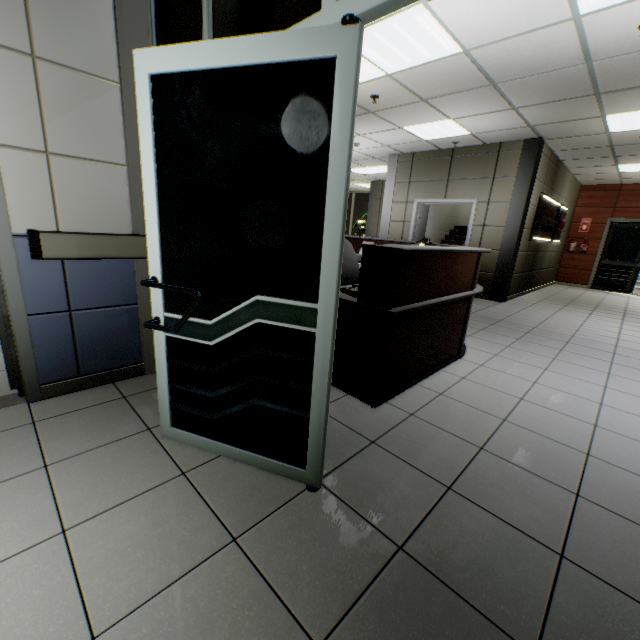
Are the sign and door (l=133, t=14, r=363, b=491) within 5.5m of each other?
no

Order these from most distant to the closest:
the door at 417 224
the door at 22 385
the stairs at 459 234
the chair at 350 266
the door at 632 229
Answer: the stairs at 459 234 → the door at 632 229 → the door at 417 224 → the chair at 350 266 → the door at 22 385

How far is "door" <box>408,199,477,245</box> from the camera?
7.2m

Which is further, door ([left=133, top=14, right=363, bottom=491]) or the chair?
the chair

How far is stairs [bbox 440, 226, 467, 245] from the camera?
11.00m

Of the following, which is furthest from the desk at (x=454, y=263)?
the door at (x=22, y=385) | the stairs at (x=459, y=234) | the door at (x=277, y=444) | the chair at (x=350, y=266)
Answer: the stairs at (x=459, y=234)

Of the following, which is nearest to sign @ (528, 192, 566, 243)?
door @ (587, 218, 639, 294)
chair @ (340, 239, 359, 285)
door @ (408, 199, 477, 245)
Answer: door @ (408, 199, 477, 245)

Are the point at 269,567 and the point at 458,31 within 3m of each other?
no
